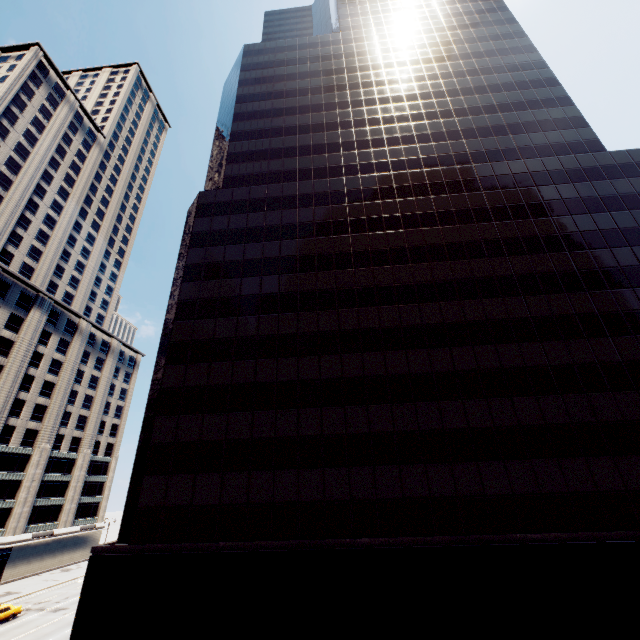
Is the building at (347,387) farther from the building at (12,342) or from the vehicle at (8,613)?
the building at (12,342)

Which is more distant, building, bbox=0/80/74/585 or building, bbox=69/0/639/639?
building, bbox=0/80/74/585

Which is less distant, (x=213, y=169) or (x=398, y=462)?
(x=398, y=462)

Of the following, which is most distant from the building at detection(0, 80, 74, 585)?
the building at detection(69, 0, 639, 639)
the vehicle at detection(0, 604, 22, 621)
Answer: the building at detection(69, 0, 639, 639)

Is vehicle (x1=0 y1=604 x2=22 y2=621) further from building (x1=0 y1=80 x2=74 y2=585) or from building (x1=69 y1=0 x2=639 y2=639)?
building (x1=69 y1=0 x2=639 y2=639)

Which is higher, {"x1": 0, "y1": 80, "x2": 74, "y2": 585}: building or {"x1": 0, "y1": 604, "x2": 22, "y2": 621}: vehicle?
{"x1": 0, "y1": 80, "x2": 74, "y2": 585}: building

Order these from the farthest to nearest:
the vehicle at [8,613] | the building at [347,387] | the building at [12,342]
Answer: the building at [12,342]
the vehicle at [8,613]
the building at [347,387]

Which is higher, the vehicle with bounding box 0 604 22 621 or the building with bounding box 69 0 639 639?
the building with bounding box 69 0 639 639
